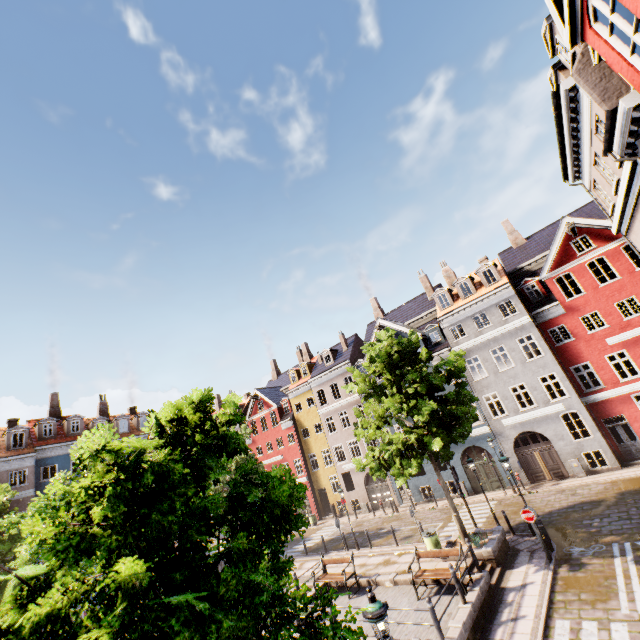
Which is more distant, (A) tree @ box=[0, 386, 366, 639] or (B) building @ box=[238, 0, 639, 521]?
(B) building @ box=[238, 0, 639, 521]

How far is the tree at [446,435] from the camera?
14.4 meters

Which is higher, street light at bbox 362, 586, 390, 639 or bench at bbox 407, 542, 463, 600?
street light at bbox 362, 586, 390, 639

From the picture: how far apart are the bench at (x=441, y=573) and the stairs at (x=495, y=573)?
0.6m

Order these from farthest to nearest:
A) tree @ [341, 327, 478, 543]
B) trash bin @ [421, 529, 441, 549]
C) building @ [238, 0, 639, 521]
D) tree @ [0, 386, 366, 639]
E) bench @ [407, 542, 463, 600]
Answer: trash bin @ [421, 529, 441, 549] < tree @ [341, 327, 478, 543] < bench @ [407, 542, 463, 600] < building @ [238, 0, 639, 521] < tree @ [0, 386, 366, 639]

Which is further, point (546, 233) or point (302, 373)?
point (302, 373)

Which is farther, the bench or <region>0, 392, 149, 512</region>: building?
<region>0, 392, 149, 512</region>: building

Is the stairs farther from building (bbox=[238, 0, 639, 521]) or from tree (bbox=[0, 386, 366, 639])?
building (bbox=[238, 0, 639, 521])
